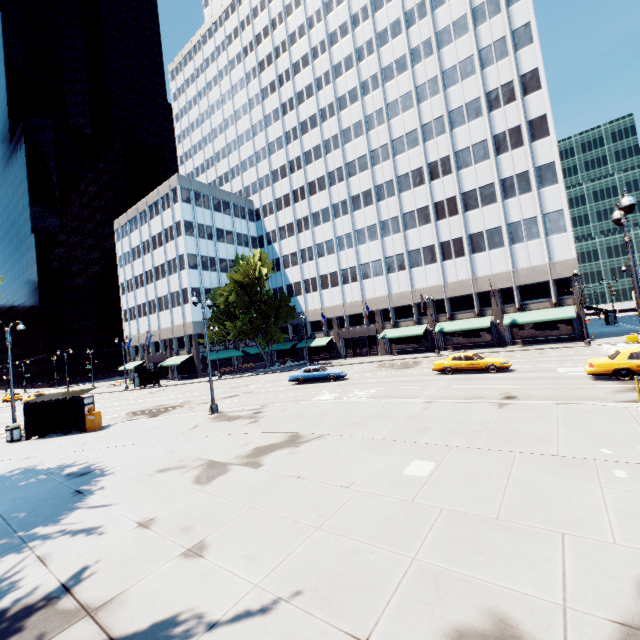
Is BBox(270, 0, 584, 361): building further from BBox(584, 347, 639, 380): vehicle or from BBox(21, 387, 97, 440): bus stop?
BBox(21, 387, 97, 440): bus stop

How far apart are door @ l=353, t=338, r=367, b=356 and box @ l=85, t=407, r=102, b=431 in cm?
3732

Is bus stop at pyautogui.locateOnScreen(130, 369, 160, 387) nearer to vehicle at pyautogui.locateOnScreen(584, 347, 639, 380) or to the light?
vehicle at pyautogui.locateOnScreen(584, 347, 639, 380)

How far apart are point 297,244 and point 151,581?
55.2 meters

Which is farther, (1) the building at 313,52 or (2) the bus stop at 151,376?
(2) the bus stop at 151,376

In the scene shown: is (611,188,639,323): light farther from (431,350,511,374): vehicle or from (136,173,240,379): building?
(136,173,240,379): building

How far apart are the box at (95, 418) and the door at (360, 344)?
37.32m

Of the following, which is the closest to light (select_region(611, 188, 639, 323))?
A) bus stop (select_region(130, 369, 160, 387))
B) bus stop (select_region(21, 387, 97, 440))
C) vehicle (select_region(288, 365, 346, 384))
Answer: vehicle (select_region(288, 365, 346, 384))
